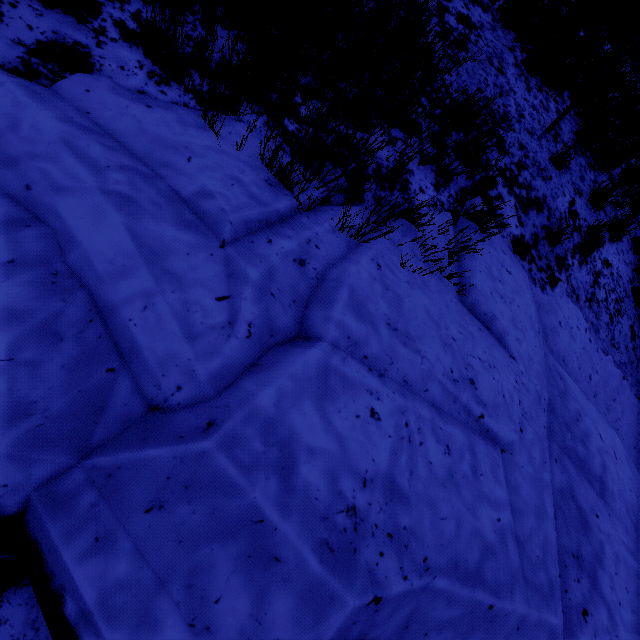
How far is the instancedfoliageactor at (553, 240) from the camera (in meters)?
3.78

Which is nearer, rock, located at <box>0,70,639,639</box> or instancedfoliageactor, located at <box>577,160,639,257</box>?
rock, located at <box>0,70,639,639</box>

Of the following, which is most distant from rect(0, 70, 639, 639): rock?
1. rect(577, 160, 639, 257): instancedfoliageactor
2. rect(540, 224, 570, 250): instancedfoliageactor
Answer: rect(577, 160, 639, 257): instancedfoliageactor

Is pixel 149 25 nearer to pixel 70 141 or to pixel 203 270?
pixel 70 141

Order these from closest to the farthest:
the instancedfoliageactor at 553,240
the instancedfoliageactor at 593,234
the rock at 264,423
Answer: the rock at 264,423 < the instancedfoliageactor at 553,240 < the instancedfoliageactor at 593,234

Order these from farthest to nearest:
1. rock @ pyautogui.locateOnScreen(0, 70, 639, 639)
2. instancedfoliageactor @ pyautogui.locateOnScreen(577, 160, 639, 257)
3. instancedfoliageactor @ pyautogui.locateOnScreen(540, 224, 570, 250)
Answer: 1. instancedfoliageactor @ pyautogui.locateOnScreen(577, 160, 639, 257)
2. instancedfoliageactor @ pyautogui.locateOnScreen(540, 224, 570, 250)
3. rock @ pyautogui.locateOnScreen(0, 70, 639, 639)
